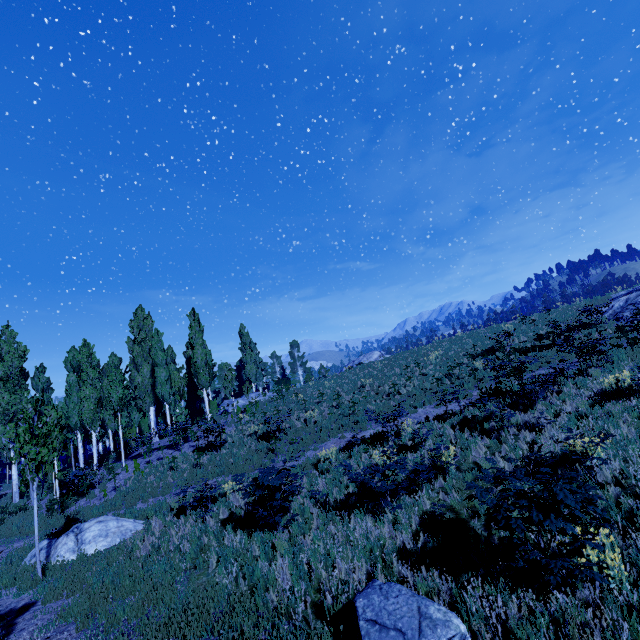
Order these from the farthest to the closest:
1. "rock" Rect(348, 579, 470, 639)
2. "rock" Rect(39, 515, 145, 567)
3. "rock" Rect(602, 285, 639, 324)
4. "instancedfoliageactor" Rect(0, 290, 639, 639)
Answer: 1. "rock" Rect(602, 285, 639, 324)
2. "rock" Rect(39, 515, 145, 567)
3. "instancedfoliageactor" Rect(0, 290, 639, 639)
4. "rock" Rect(348, 579, 470, 639)

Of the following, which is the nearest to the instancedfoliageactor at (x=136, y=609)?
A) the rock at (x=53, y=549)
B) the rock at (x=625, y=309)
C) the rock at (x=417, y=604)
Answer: the rock at (x=53, y=549)

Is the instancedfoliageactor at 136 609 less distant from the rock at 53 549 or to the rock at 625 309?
the rock at 53 549

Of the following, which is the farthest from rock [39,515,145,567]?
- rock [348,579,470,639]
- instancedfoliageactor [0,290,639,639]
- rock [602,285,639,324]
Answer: rock [602,285,639,324]

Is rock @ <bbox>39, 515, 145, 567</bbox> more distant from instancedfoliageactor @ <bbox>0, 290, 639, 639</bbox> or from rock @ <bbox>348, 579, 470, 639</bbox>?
rock @ <bbox>348, 579, 470, 639</bbox>

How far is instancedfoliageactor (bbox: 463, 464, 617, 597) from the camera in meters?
4.2 m

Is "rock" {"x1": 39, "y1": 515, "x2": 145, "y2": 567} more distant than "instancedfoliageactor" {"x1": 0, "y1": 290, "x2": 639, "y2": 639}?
Yes

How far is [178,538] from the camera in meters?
9.9
